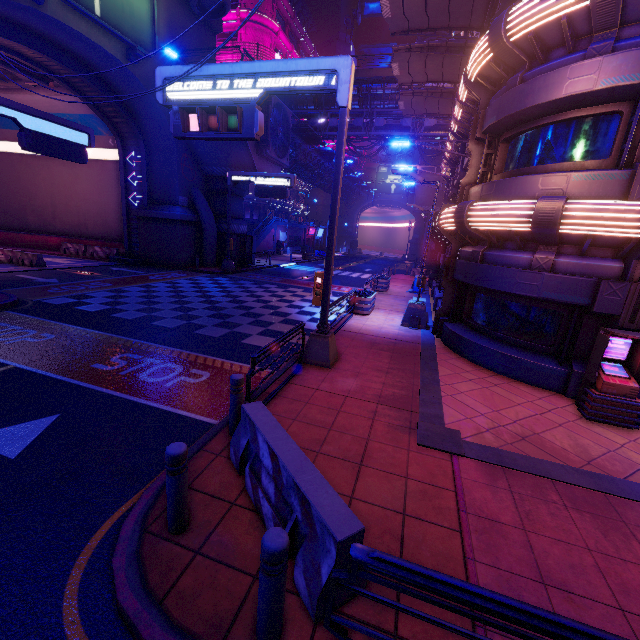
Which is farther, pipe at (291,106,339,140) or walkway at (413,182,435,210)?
walkway at (413,182,435,210)

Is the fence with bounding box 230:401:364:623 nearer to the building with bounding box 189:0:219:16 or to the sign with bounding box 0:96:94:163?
the sign with bounding box 0:96:94:163

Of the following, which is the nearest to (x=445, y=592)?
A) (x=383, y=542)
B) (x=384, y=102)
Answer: (x=383, y=542)

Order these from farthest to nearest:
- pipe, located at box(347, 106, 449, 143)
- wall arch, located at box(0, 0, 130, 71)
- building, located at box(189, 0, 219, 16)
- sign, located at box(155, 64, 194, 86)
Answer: pipe, located at box(347, 106, 449, 143)
building, located at box(189, 0, 219, 16)
wall arch, located at box(0, 0, 130, 71)
sign, located at box(155, 64, 194, 86)

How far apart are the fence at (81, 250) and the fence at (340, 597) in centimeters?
2635cm

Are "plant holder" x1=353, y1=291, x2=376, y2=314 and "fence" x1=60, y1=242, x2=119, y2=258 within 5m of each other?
no

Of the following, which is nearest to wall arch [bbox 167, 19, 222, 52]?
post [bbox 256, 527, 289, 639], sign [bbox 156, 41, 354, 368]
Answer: sign [bbox 156, 41, 354, 368]

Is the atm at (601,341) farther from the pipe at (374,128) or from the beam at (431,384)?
the pipe at (374,128)
